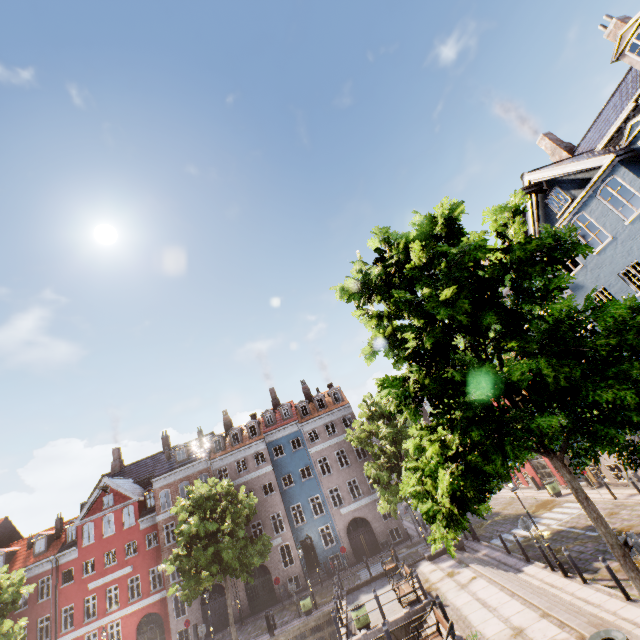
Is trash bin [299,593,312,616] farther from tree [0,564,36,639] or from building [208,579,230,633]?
building [208,579,230,633]

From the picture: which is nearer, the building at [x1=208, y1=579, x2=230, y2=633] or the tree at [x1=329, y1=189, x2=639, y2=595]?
the tree at [x1=329, y1=189, x2=639, y2=595]

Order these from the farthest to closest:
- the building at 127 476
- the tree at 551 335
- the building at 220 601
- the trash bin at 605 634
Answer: the building at 127 476
the building at 220 601
the trash bin at 605 634
the tree at 551 335

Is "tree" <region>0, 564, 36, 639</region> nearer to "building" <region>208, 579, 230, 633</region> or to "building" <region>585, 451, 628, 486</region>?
"building" <region>585, 451, 628, 486</region>

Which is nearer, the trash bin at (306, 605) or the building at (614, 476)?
the building at (614, 476)

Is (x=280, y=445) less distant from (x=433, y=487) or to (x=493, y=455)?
(x=433, y=487)

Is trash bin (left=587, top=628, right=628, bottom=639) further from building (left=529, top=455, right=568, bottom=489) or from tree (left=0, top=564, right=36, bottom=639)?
building (left=529, top=455, right=568, bottom=489)

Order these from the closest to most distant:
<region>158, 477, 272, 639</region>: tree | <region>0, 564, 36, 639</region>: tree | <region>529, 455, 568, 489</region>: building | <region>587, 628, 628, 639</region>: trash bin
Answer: <region>587, 628, 628, 639</region>: trash bin < <region>158, 477, 272, 639</region>: tree < <region>0, 564, 36, 639</region>: tree < <region>529, 455, 568, 489</region>: building
